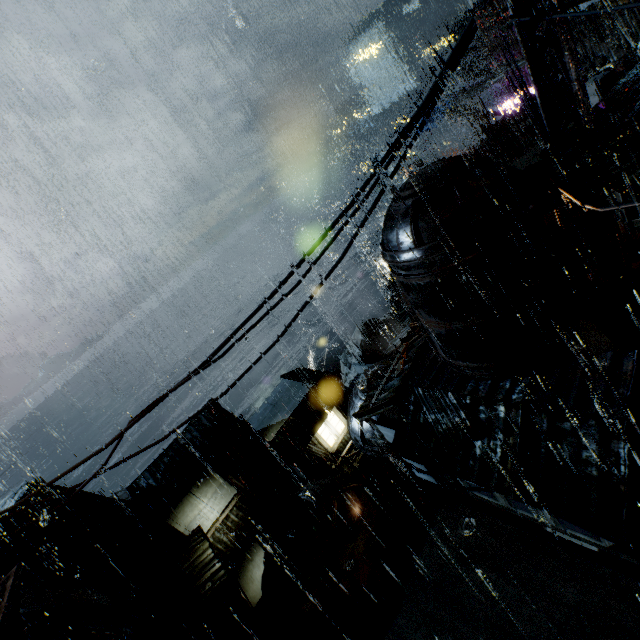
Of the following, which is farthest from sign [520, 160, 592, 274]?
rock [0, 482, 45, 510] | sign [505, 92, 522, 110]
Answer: rock [0, 482, 45, 510]

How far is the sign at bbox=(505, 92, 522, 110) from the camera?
32.5 meters

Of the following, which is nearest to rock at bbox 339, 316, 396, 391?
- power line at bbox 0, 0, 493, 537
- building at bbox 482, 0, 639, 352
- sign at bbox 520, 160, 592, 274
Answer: building at bbox 482, 0, 639, 352

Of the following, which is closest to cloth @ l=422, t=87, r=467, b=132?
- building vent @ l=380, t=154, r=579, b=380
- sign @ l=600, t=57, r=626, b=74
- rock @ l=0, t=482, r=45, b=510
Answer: sign @ l=600, t=57, r=626, b=74

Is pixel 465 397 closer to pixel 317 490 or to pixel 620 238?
pixel 620 238

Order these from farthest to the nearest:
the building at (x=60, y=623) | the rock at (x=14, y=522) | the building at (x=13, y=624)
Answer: the rock at (x=14, y=522), the building at (x=60, y=623), the building at (x=13, y=624)

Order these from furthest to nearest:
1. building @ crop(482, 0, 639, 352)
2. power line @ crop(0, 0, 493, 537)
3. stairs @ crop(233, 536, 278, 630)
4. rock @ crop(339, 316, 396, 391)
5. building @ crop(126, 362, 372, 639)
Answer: rock @ crop(339, 316, 396, 391) → stairs @ crop(233, 536, 278, 630) → building @ crop(126, 362, 372, 639) → power line @ crop(0, 0, 493, 537) → building @ crop(482, 0, 639, 352)

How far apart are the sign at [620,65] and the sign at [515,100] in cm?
1738
